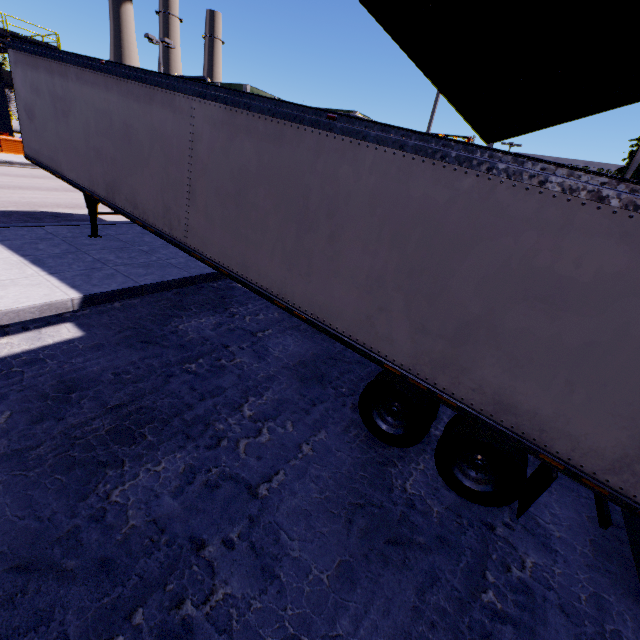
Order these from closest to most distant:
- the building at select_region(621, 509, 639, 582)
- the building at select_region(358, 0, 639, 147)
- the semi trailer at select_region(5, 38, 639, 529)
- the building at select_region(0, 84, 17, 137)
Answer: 1. the semi trailer at select_region(5, 38, 639, 529)
2. the building at select_region(621, 509, 639, 582)
3. the building at select_region(358, 0, 639, 147)
4. the building at select_region(0, 84, 17, 137)

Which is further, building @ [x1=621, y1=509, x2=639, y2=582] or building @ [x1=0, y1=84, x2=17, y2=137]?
building @ [x1=0, y1=84, x2=17, y2=137]

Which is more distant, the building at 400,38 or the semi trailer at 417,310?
the building at 400,38

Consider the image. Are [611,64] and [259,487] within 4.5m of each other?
no

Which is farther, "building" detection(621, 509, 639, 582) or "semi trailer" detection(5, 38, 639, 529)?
"building" detection(621, 509, 639, 582)
